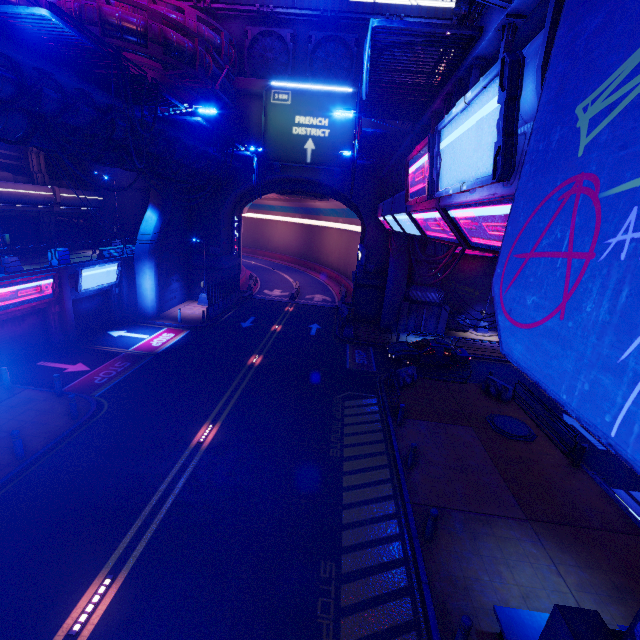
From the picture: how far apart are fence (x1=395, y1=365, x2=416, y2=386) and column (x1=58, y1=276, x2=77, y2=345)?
19.5m

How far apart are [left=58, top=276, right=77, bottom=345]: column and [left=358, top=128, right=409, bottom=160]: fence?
18.0 meters

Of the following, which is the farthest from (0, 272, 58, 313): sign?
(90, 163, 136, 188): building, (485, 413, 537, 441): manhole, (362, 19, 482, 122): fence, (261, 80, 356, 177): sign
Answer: (485, 413, 537, 441): manhole

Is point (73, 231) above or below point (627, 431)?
below

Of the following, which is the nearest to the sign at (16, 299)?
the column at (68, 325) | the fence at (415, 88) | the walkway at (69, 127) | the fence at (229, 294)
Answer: the column at (68, 325)

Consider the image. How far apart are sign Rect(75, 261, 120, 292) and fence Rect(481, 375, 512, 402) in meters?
24.9 m

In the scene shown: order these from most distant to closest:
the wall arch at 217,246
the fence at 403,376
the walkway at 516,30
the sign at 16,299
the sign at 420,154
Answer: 1. the wall arch at 217,246
2. the fence at 403,376
3. the sign at 16,299
4. the sign at 420,154
5. the walkway at 516,30

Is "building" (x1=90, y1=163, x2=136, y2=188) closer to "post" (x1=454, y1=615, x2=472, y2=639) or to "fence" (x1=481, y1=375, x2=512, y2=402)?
"fence" (x1=481, y1=375, x2=512, y2=402)
